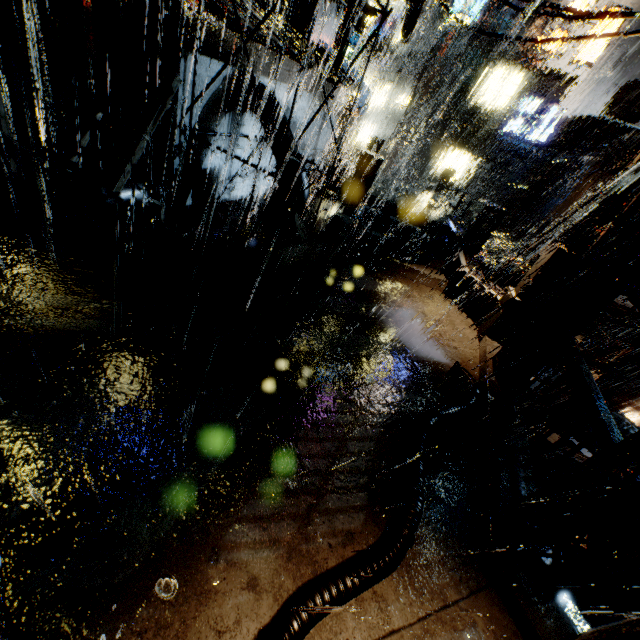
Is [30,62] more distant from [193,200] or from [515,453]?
[515,453]

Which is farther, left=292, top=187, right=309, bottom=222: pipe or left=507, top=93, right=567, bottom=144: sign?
left=507, top=93, right=567, bottom=144: sign

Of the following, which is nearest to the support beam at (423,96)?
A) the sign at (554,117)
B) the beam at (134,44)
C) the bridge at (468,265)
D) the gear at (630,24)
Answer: the bridge at (468,265)

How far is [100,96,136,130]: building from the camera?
8.9 meters

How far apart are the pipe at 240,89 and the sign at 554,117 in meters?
27.5 m

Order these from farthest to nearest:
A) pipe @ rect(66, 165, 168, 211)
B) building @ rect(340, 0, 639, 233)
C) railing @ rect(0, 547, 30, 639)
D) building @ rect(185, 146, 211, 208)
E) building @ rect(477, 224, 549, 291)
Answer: building @ rect(340, 0, 639, 233)
building @ rect(477, 224, 549, 291)
building @ rect(185, 146, 211, 208)
pipe @ rect(66, 165, 168, 211)
railing @ rect(0, 547, 30, 639)

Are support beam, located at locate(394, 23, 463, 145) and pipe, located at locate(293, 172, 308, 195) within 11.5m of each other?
no

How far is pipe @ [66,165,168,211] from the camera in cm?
820
